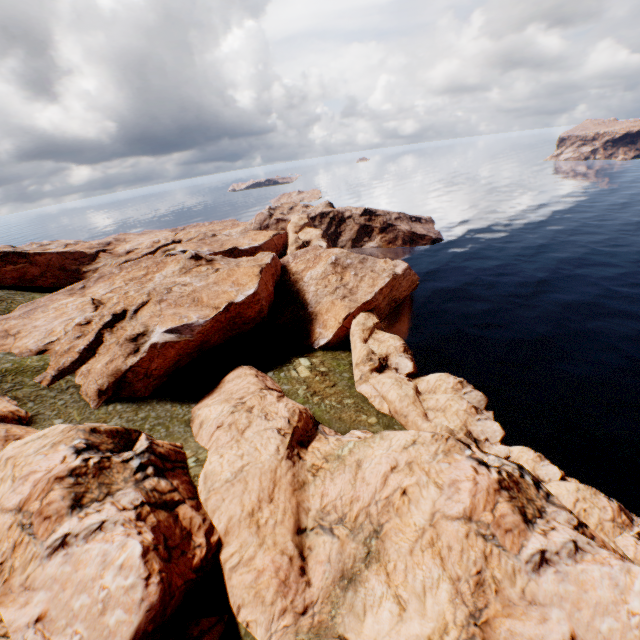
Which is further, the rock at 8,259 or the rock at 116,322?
the rock at 8,259

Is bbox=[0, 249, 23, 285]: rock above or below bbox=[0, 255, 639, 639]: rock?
above

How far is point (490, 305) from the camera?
54.2 meters

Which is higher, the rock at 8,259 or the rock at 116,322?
the rock at 8,259

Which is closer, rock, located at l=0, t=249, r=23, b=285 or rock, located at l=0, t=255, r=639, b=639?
rock, located at l=0, t=255, r=639, b=639
